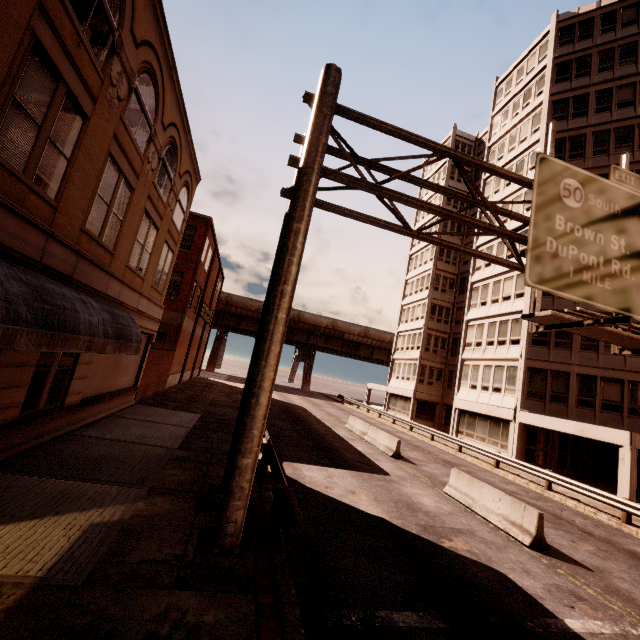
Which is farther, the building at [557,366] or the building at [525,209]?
the building at [525,209]

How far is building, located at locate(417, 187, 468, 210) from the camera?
40.56m

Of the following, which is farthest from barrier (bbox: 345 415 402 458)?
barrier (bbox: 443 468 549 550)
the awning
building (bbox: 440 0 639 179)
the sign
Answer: the awning

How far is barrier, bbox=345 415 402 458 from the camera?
17.58m

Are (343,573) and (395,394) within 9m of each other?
no

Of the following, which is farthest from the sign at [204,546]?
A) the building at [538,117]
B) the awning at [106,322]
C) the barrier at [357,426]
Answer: the barrier at [357,426]

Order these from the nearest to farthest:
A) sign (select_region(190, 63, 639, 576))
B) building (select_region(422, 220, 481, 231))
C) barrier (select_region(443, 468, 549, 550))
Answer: sign (select_region(190, 63, 639, 576)), barrier (select_region(443, 468, 549, 550)), building (select_region(422, 220, 481, 231))
